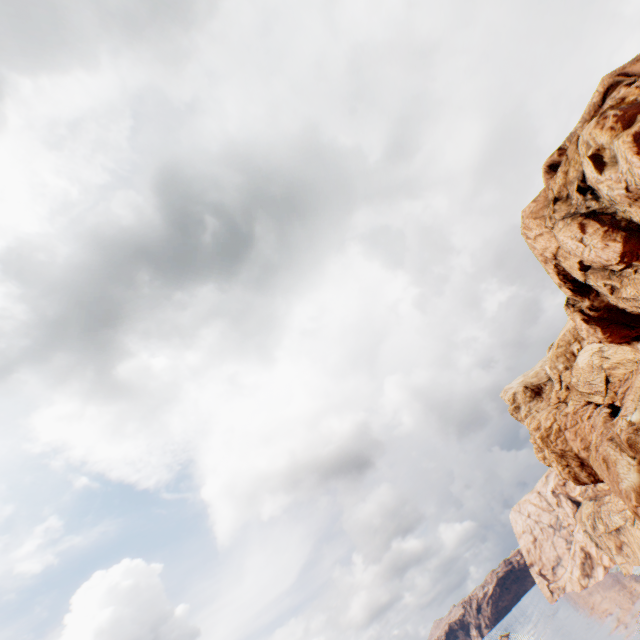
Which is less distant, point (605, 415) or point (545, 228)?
point (545, 228)
